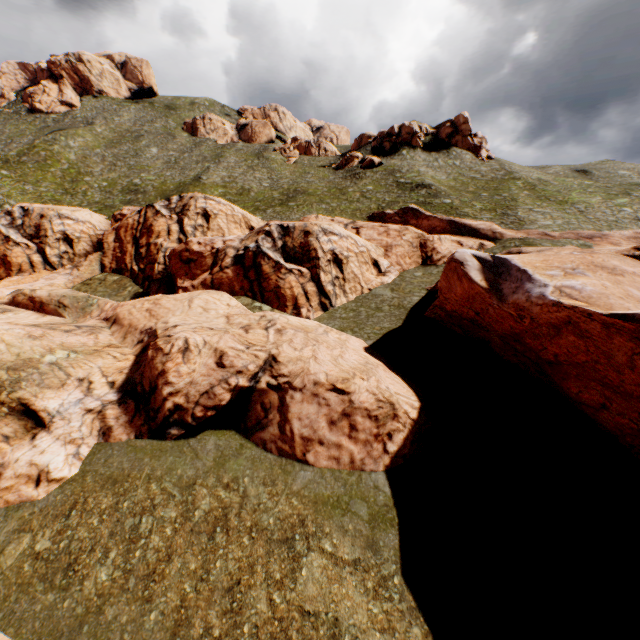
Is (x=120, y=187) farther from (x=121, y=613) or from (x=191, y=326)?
(x=121, y=613)
